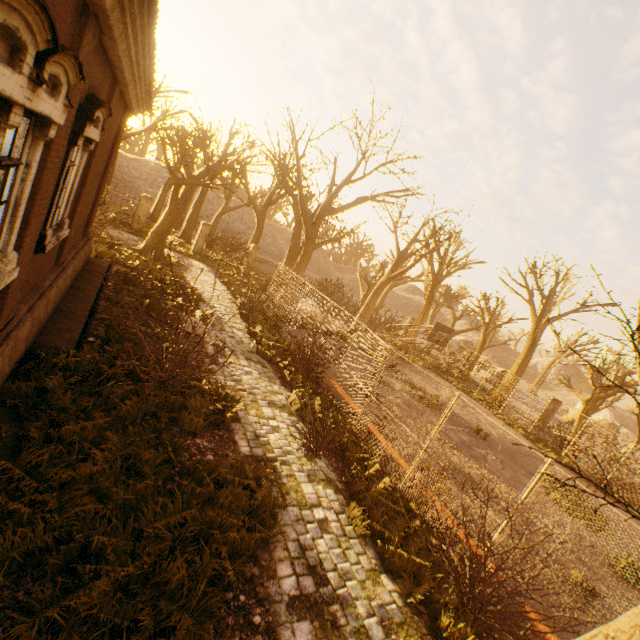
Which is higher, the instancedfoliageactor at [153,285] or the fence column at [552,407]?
the fence column at [552,407]

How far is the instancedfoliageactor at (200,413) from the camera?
6.5m

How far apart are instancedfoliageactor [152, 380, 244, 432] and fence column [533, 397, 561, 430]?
24.9m

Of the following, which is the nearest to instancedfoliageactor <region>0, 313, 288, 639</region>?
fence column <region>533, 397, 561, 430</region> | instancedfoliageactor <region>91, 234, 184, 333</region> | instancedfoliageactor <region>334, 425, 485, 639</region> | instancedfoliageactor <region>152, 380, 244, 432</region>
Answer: instancedfoliageactor <region>152, 380, 244, 432</region>

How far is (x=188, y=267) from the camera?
19.4m

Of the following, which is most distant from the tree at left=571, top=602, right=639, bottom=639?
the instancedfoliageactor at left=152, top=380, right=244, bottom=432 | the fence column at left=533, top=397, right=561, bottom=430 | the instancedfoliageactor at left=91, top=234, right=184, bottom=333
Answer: the instancedfoliageactor at left=152, top=380, right=244, bottom=432

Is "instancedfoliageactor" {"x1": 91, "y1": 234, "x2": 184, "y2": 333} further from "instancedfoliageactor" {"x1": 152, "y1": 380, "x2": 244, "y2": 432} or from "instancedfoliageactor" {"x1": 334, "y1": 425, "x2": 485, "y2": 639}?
"instancedfoliageactor" {"x1": 334, "y1": 425, "x2": 485, "y2": 639}
